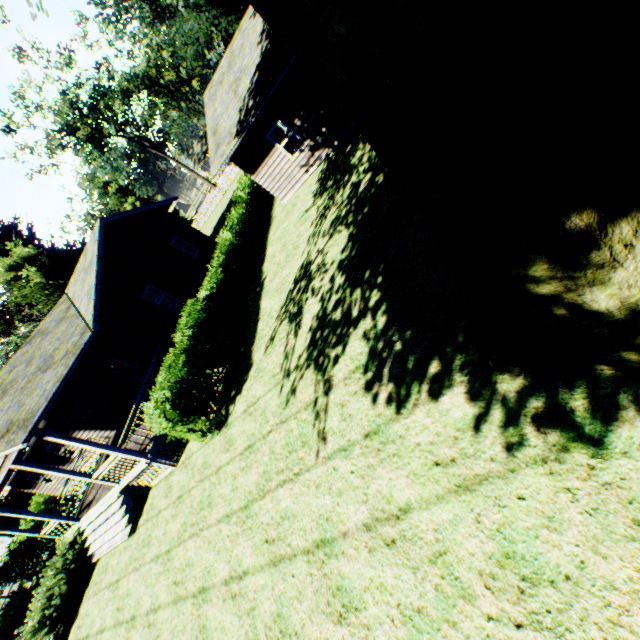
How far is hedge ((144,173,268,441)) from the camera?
9.7m

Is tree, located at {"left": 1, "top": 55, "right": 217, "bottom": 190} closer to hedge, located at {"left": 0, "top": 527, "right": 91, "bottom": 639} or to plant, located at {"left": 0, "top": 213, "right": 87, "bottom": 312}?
plant, located at {"left": 0, "top": 213, "right": 87, "bottom": 312}

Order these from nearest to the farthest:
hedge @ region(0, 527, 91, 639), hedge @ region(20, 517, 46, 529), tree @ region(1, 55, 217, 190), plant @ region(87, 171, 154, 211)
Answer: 1. hedge @ region(0, 527, 91, 639)
2. hedge @ region(20, 517, 46, 529)
3. tree @ region(1, 55, 217, 190)
4. plant @ region(87, 171, 154, 211)

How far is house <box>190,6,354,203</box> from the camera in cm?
1274

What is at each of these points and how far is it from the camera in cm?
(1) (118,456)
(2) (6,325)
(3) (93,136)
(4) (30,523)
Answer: (1) house, 1103
(2) tree, 4431
(3) tree, 3550
(4) hedge, 2272

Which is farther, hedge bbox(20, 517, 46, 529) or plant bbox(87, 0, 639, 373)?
hedge bbox(20, 517, 46, 529)

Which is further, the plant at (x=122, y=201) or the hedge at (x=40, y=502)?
the plant at (x=122, y=201)

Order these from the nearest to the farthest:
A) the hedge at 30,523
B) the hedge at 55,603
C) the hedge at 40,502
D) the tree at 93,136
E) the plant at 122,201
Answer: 1. the hedge at 55,603
2. the hedge at 30,523
3. the hedge at 40,502
4. the tree at 93,136
5. the plant at 122,201
